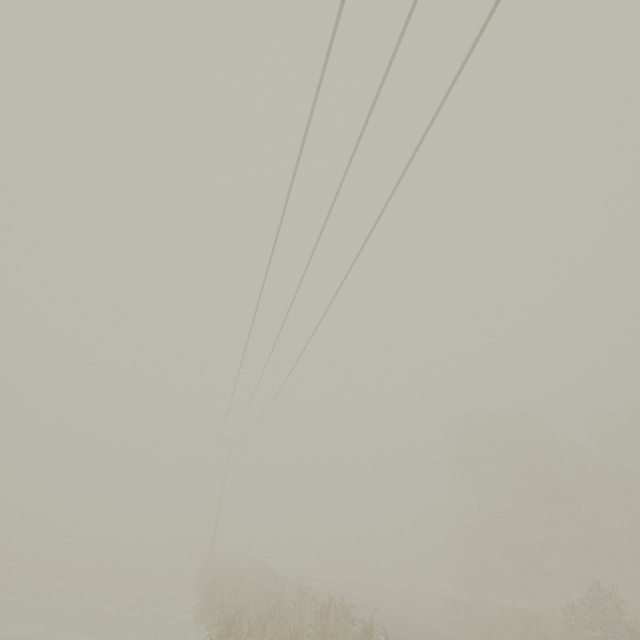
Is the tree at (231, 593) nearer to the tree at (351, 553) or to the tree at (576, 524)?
the tree at (351, 553)

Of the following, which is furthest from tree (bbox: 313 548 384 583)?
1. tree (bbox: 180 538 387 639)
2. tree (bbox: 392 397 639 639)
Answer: tree (bbox: 180 538 387 639)

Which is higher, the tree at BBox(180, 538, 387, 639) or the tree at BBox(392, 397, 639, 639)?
the tree at BBox(392, 397, 639, 639)

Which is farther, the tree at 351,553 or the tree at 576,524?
the tree at 351,553

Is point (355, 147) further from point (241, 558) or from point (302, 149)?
point (241, 558)

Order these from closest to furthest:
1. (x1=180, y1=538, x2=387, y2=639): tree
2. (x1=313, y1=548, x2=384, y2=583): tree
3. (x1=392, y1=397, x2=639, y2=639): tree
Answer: (x1=180, y1=538, x2=387, y2=639): tree, (x1=392, y1=397, x2=639, y2=639): tree, (x1=313, y1=548, x2=384, y2=583): tree
